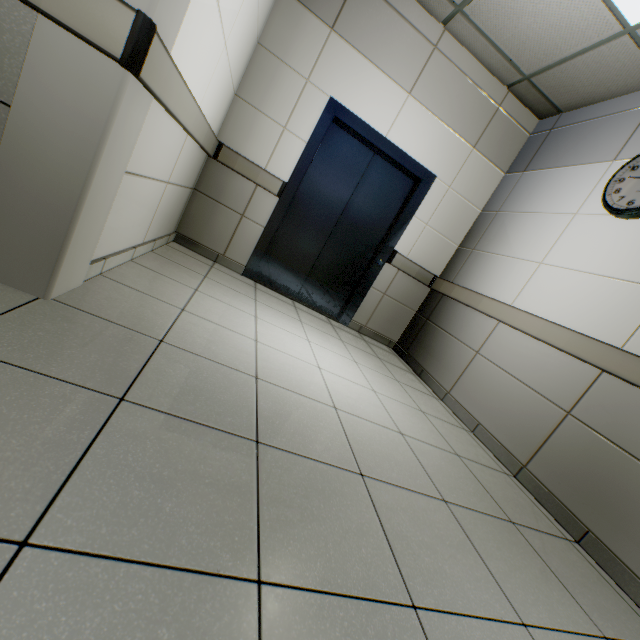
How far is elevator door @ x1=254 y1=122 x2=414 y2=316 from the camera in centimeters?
367cm

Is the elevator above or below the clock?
below

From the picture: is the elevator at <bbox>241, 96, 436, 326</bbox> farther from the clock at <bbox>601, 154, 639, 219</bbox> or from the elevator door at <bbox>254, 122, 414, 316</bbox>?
the clock at <bbox>601, 154, 639, 219</bbox>

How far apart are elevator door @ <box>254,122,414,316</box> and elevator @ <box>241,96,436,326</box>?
0.0m

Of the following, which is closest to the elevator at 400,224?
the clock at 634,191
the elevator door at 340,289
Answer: the elevator door at 340,289

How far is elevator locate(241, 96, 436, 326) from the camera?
3.41m

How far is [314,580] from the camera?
0.9 meters

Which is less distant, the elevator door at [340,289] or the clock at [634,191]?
the clock at [634,191]
